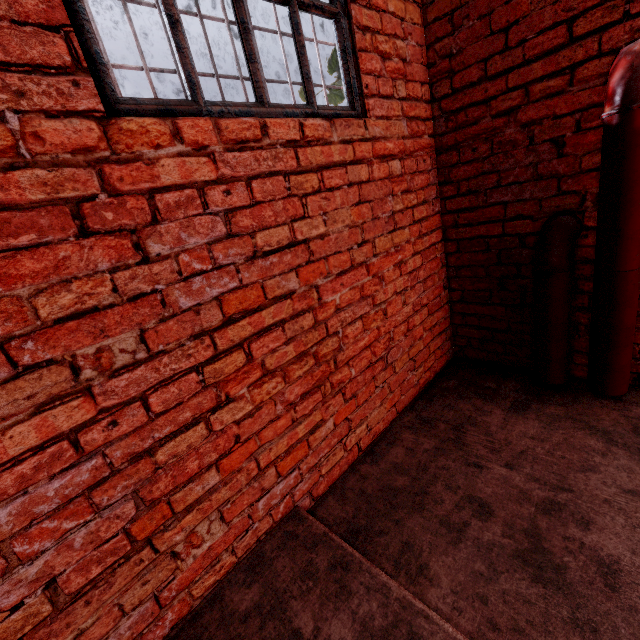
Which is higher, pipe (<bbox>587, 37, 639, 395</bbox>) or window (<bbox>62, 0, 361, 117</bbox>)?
window (<bbox>62, 0, 361, 117</bbox>)

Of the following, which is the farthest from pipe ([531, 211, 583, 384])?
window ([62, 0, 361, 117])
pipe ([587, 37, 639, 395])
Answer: window ([62, 0, 361, 117])

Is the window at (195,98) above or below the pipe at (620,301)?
above

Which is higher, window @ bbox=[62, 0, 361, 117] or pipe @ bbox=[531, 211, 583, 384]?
window @ bbox=[62, 0, 361, 117]

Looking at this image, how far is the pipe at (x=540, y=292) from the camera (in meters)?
1.94

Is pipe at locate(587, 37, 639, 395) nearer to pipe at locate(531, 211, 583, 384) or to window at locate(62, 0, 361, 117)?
pipe at locate(531, 211, 583, 384)

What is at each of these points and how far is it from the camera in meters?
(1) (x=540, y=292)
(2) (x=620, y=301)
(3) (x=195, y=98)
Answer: (1) pipe, 2.1 m
(2) pipe, 1.8 m
(3) window, 1.3 m
